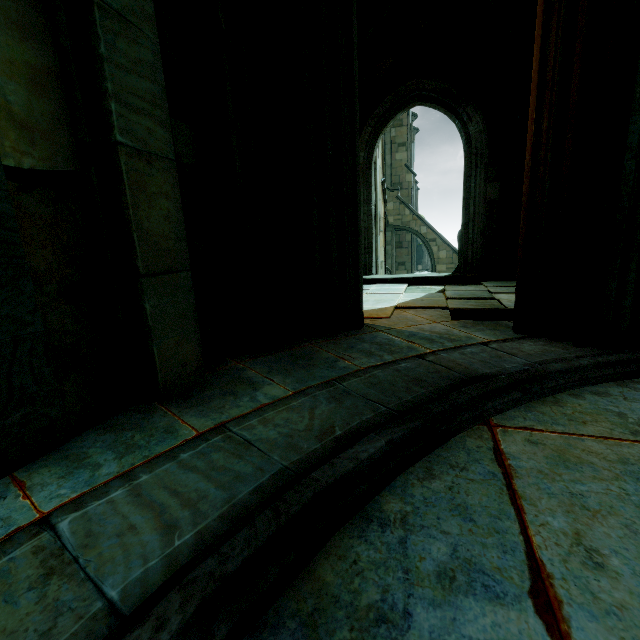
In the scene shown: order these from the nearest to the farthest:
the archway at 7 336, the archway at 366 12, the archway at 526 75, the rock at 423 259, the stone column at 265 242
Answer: the archway at 7 336 < the stone column at 265 242 < the archway at 526 75 < the archway at 366 12 < the rock at 423 259

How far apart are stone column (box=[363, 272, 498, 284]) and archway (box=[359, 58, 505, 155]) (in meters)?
2.82

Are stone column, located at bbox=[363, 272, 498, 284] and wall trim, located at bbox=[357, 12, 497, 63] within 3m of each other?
no

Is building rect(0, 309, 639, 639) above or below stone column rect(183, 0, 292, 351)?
below

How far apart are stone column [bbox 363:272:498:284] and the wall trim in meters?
5.5 m

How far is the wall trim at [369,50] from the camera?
7.44m

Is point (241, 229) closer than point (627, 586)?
No

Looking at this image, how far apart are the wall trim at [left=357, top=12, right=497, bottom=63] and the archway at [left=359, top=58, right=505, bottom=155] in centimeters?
29cm
